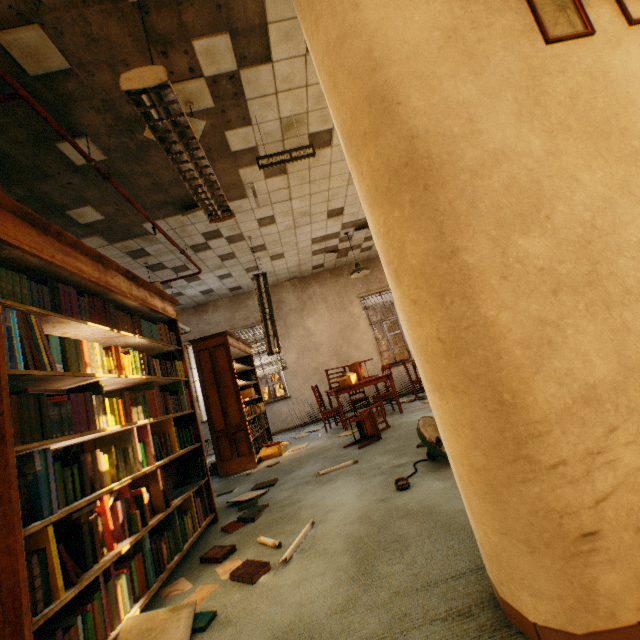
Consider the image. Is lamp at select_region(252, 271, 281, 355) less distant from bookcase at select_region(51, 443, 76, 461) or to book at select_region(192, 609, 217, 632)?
bookcase at select_region(51, 443, 76, 461)

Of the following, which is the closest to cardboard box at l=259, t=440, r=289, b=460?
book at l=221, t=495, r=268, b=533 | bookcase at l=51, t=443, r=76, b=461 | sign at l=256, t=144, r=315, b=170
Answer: book at l=221, t=495, r=268, b=533

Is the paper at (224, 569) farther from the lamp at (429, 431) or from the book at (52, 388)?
the lamp at (429, 431)

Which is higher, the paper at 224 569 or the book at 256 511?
the book at 256 511

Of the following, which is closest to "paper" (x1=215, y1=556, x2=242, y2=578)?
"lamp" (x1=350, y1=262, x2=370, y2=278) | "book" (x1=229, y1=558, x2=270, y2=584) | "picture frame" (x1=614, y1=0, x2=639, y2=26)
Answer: "book" (x1=229, y1=558, x2=270, y2=584)

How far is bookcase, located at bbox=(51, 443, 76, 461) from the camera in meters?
→ 3.0 m

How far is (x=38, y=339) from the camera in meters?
1.6

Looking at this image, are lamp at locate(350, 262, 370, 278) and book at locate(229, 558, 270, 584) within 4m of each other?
no
